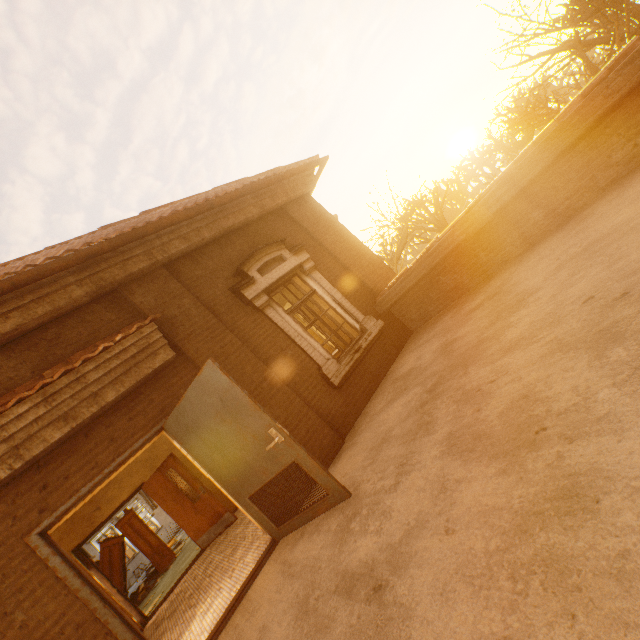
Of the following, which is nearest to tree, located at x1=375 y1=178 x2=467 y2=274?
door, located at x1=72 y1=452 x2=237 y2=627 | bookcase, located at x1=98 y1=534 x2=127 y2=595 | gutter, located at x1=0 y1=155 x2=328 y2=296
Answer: gutter, located at x1=0 y1=155 x2=328 y2=296

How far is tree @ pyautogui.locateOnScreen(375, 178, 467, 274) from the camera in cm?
1506

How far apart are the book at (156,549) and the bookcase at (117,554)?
0.0 meters

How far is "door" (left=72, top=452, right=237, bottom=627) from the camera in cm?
677

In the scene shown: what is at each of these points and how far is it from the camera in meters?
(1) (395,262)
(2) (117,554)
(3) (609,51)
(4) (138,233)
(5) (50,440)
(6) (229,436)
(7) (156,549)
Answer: (1) tree, 14.5
(2) bookcase, 10.3
(3) tree, 9.6
(4) gutter, 4.7
(5) awning, 3.6
(6) door, 3.8
(7) book, 10.8

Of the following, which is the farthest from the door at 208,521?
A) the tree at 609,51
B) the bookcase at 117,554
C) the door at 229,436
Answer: the tree at 609,51

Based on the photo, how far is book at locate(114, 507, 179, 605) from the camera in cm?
1015

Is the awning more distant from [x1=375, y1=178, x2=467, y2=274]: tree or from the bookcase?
[x1=375, y1=178, x2=467, y2=274]: tree
